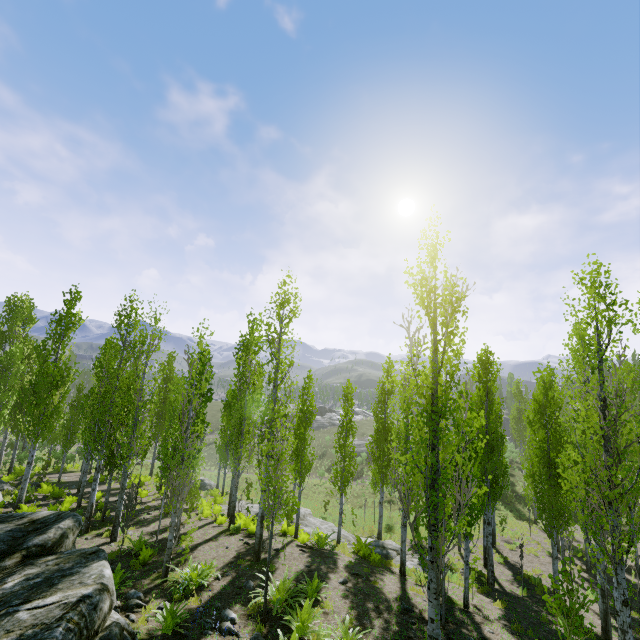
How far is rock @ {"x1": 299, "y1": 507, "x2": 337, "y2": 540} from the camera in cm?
1841

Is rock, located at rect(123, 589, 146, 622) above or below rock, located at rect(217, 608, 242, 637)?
below

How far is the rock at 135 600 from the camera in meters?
8.0 m

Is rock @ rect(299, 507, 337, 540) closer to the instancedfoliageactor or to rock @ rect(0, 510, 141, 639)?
the instancedfoliageactor

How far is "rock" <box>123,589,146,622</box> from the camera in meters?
8.0

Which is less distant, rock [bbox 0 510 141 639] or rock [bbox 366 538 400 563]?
rock [bbox 0 510 141 639]

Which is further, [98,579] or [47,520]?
[47,520]

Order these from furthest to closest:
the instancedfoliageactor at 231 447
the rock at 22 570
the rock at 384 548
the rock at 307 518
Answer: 1. the rock at 307 518
2. the rock at 384 548
3. the instancedfoliageactor at 231 447
4. the rock at 22 570
